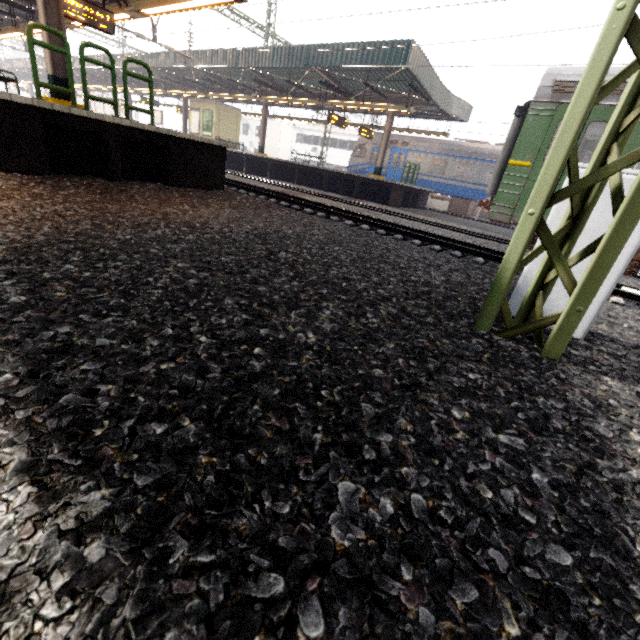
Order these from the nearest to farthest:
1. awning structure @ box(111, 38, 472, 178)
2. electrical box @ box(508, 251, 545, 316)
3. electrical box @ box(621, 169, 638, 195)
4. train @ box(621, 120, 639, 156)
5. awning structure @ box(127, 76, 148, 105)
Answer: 1. electrical box @ box(621, 169, 638, 195)
2. electrical box @ box(508, 251, 545, 316)
3. train @ box(621, 120, 639, 156)
4. awning structure @ box(111, 38, 472, 178)
5. awning structure @ box(127, 76, 148, 105)

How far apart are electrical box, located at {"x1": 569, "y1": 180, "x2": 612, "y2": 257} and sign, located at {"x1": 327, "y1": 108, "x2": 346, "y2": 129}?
16.8 meters

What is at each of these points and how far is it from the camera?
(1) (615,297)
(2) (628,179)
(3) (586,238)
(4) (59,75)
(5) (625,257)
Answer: (1) train track, 5.9 meters
(2) electrical box, 2.6 meters
(3) electrical box, 2.8 meters
(4) awning structure, 6.9 meters
(5) electrical box, 2.7 meters

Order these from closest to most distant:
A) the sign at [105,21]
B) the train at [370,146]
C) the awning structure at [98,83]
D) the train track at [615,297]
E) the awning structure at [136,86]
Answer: the train track at [615,297] < the sign at [105,21] < the train at [370,146] < the awning structure at [136,86] < the awning structure at [98,83]

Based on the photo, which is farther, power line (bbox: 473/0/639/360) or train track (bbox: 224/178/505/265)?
train track (bbox: 224/178/505/265)

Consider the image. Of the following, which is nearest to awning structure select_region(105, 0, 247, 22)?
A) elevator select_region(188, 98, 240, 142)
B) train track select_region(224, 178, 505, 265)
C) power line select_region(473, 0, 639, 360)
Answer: train track select_region(224, 178, 505, 265)

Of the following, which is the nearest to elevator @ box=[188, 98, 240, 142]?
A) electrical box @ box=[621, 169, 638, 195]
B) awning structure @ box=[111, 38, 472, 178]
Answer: awning structure @ box=[111, 38, 472, 178]

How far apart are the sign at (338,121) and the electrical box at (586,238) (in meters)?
16.83
